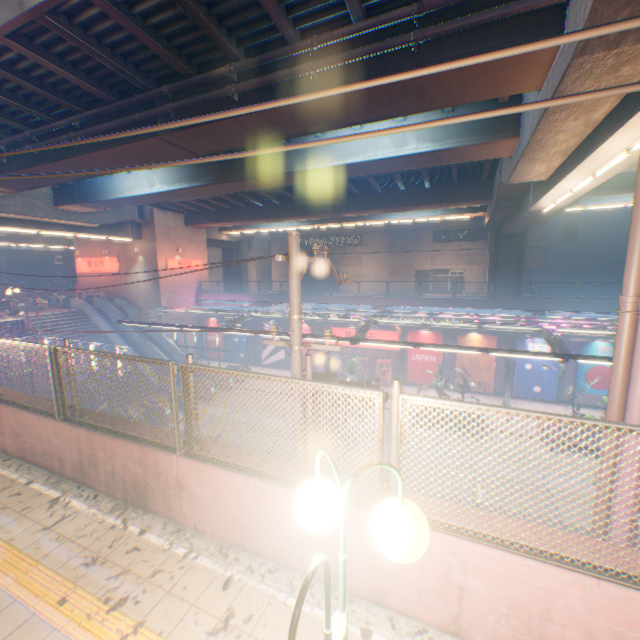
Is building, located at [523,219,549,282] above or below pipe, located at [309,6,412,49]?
Answer: below

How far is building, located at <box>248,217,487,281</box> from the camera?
41.50m

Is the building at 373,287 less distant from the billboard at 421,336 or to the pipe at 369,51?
the billboard at 421,336

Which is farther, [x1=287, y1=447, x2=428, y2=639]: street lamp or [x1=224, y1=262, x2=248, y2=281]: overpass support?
[x1=224, y1=262, x2=248, y2=281]: overpass support

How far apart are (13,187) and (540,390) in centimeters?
3415cm

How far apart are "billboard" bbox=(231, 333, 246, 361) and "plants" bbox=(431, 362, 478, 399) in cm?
1881

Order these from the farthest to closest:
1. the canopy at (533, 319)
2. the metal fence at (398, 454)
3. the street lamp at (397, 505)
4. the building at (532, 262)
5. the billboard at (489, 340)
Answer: the building at (532, 262), the billboard at (489, 340), the canopy at (533, 319), the metal fence at (398, 454), the street lamp at (397, 505)

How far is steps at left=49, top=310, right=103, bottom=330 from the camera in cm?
2528
